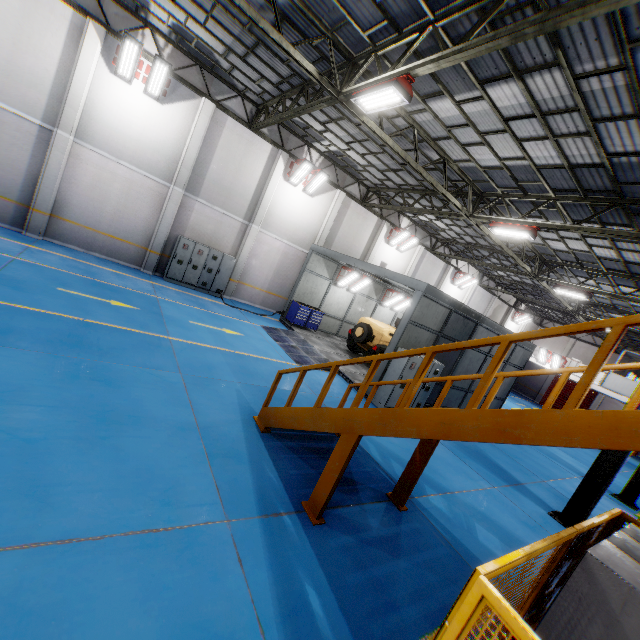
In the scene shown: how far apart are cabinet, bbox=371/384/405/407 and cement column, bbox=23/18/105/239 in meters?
14.1

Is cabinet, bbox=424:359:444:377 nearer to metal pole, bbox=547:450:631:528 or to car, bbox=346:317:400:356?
car, bbox=346:317:400:356

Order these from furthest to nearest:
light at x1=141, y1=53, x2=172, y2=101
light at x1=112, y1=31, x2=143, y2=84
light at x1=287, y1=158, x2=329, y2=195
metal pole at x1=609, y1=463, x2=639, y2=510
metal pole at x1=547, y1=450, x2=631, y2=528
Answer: light at x1=287, y1=158, x2=329, y2=195, metal pole at x1=609, y1=463, x2=639, y2=510, light at x1=141, y1=53, x2=172, y2=101, light at x1=112, y1=31, x2=143, y2=84, metal pole at x1=547, y1=450, x2=631, y2=528

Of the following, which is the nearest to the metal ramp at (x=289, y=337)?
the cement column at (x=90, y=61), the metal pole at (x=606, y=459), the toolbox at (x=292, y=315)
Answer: the toolbox at (x=292, y=315)

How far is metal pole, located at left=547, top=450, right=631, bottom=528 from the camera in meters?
8.2

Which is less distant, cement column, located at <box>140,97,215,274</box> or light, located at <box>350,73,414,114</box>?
light, located at <box>350,73,414,114</box>

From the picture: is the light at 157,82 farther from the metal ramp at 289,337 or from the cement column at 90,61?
the metal ramp at 289,337

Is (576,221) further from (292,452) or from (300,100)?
(292,452)
